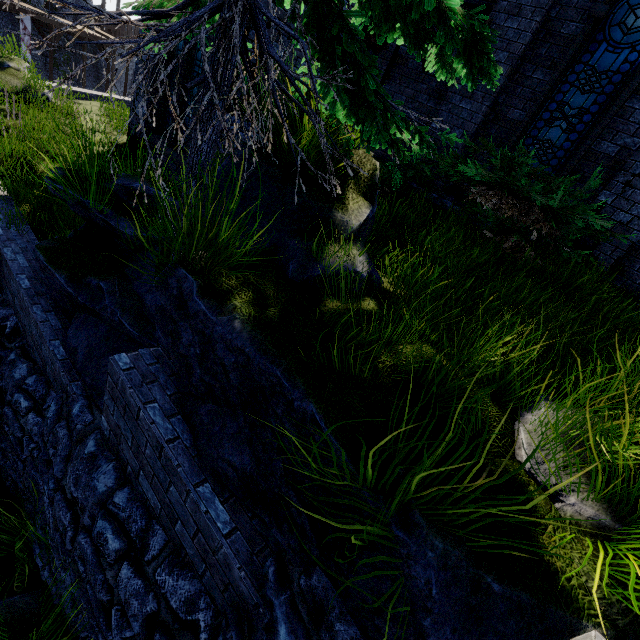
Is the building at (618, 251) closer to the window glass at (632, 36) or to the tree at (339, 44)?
the window glass at (632, 36)

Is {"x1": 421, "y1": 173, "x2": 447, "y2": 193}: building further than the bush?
Yes

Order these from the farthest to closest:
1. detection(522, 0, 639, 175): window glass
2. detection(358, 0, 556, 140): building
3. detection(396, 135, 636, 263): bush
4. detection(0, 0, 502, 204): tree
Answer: detection(358, 0, 556, 140): building < detection(522, 0, 639, 175): window glass < detection(396, 135, 636, 263): bush < detection(0, 0, 502, 204): tree

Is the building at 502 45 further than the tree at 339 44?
Yes

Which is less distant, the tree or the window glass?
the tree

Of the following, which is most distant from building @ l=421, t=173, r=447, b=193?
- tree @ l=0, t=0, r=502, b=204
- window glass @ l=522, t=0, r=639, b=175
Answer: tree @ l=0, t=0, r=502, b=204

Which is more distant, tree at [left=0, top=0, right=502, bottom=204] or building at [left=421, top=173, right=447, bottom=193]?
building at [left=421, top=173, right=447, bottom=193]

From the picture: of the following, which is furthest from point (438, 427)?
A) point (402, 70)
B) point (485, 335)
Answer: point (402, 70)
